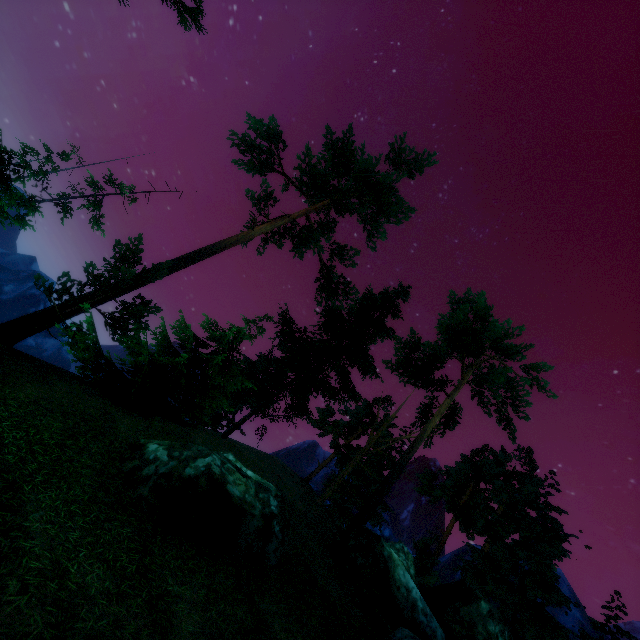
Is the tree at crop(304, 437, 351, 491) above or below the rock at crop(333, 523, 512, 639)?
above

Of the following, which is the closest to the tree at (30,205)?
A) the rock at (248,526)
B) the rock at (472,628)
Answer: the rock at (472,628)

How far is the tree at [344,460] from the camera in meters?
26.3 m

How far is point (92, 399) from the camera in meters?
11.6 m

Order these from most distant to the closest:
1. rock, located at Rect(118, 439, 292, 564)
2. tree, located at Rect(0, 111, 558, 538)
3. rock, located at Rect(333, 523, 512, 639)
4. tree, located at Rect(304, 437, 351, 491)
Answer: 1. tree, located at Rect(304, 437, 351, 491)
2. tree, located at Rect(0, 111, 558, 538)
3. rock, located at Rect(333, 523, 512, 639)
4. rock, located at Rect(118, 439, 292, 564)

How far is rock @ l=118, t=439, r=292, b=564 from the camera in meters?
7.8 m

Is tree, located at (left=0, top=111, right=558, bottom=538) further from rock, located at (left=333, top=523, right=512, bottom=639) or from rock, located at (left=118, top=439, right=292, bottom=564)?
rock, located at (left=118, top=439, right=292, bottom=564)

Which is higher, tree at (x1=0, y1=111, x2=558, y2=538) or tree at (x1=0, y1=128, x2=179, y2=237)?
tree at (x1=0, y1=128, x2=179, y2=237)
